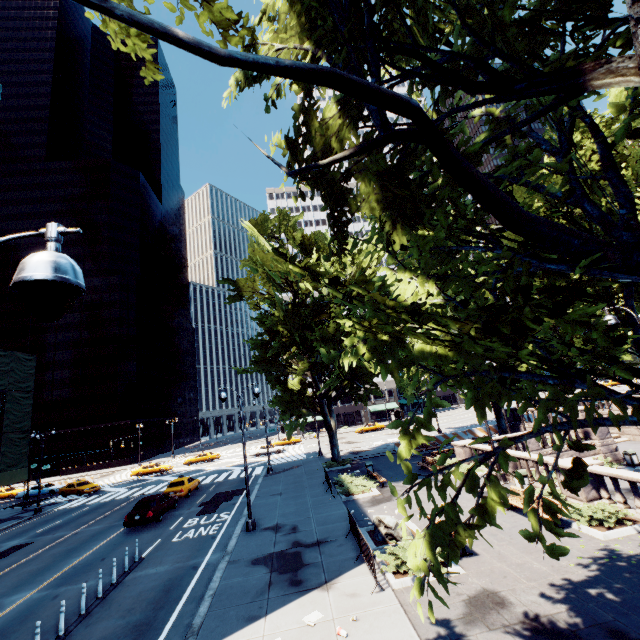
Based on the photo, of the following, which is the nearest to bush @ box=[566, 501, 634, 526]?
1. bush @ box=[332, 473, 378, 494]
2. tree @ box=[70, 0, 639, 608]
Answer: tree @ box=[70, 0, 639, 608]

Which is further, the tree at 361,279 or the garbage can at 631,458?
the garbage can at 631,458

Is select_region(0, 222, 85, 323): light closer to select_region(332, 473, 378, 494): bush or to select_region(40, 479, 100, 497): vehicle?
select_region(332, 473, 378, 494): bush

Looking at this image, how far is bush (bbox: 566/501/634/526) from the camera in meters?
11.6 m

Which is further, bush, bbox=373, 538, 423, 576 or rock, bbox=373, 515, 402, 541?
rock, bbox=373, 515, 402, 541

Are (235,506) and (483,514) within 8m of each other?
no

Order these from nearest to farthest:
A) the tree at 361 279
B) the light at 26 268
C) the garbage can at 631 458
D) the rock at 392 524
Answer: the light at 26 268, the tree at 361 279, the rock at 392 524, the garbage can at 631 458

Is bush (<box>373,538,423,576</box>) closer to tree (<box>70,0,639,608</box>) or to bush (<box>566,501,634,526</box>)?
bush (<box>566,501,634,526</box>)
